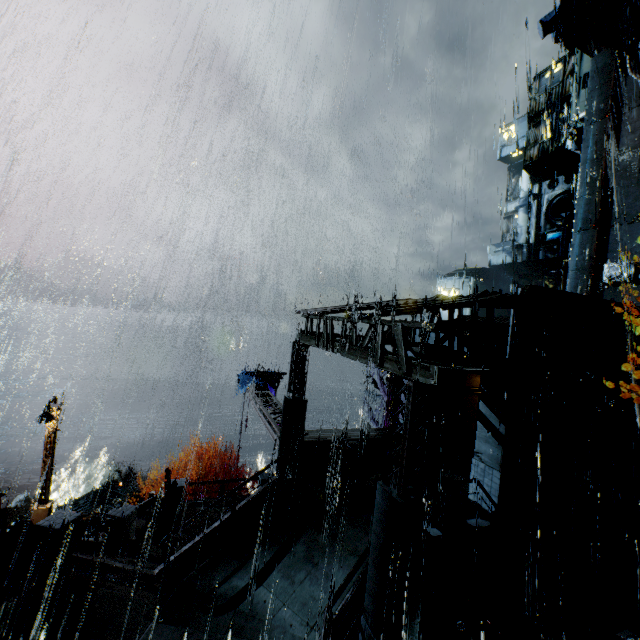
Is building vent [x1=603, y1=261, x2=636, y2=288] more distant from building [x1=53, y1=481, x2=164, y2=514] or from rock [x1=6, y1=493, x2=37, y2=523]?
rock [x1=6, y1=493, x2=37, y2=523]

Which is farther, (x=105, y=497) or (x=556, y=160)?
(x=556, y=160)

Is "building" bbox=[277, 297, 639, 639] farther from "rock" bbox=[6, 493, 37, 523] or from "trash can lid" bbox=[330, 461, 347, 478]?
"rock" bbox=[6, 493, 37, 523]

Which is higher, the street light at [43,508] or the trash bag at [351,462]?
the trash bag at [351,462]

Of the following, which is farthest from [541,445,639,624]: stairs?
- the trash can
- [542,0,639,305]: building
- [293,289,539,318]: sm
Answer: [293,289,539,318]: sm

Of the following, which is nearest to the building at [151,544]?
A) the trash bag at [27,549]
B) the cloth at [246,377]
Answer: the trash bag at [27,549]

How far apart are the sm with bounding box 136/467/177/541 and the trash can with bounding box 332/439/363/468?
8.19m

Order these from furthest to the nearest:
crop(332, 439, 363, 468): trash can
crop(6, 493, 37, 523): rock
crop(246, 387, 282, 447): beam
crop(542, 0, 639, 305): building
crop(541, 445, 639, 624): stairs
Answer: crop(6, 493, 37, 523): rock, crop(542, 0, 639, 305): building, crop(246, 387, 282, 447): beam, crop(332, 439, 363, 468): trash can, crop(541, 445, 639, 624): stairs
